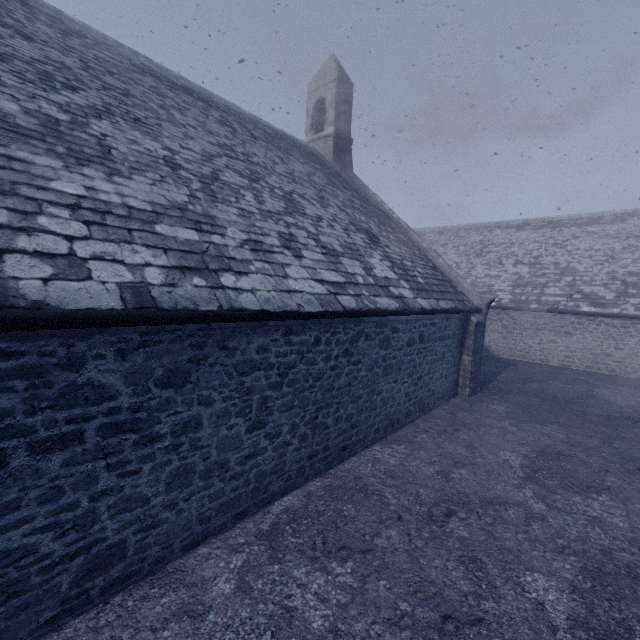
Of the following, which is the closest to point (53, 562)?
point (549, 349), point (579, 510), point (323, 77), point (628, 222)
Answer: point (579, 510)
